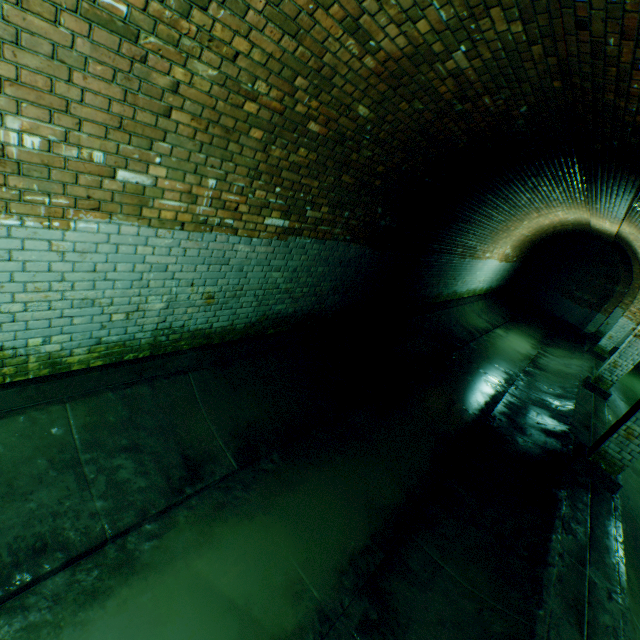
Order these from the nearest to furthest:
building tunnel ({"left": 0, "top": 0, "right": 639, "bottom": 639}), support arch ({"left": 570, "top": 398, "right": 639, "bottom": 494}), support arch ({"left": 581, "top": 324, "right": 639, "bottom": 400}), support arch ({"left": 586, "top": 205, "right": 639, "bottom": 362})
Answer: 1. building tunnel ({"left": 0, "top": 0, "right": 639, "bottom": 639})
2. support arch ({"left": 570, "top": 398, "right": 639, "bottom": 494})
3. support arch ({"left": 581, "top": 324, "right": 639, "bottom": 400})
4. support arch ({"left": 586, "top": 205, "right": 639, "bottom": 362})

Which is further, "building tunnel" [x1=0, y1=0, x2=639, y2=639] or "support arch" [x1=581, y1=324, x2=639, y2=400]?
"support arch" [x1=581, y1=324, x2=639, y2=400]

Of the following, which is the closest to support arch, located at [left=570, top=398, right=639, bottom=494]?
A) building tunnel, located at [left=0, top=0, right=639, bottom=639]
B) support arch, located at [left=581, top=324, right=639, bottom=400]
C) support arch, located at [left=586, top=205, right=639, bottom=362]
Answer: building tunnel, located at [left=0, top=0, right=639, bottom=639]

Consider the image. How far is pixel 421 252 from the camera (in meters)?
7.38

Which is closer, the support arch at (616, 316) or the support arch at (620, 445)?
the support arch at (620, 445)

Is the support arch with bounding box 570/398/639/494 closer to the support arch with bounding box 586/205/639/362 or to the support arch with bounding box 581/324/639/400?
the support arch with bounding box 581/324/639/400

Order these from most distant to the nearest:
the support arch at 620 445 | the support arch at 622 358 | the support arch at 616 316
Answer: the support arch at 616 316, the support arch at 622 358, the support arch at 620 445

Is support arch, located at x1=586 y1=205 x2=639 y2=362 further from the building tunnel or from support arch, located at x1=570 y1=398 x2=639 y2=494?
support arch, located at x1=570 y1=398 x2=639 y2=494
